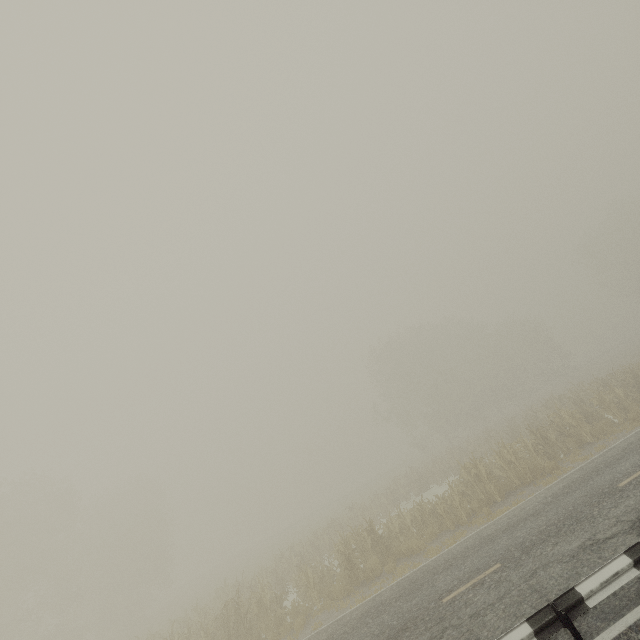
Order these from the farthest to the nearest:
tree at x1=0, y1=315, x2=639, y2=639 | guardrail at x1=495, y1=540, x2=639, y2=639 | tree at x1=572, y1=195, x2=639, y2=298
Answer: tree at x1=572, y1=195, x2=639, y2=298
tree at x1=0, y1=315, x2=639, y2=639
guardrail at x1=495, y1=540, x2=639, y2=639

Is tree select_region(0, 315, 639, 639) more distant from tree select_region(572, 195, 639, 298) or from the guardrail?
tree select_region(572, 195, 639, 298)

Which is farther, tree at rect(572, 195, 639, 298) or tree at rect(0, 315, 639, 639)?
tree at rect(572, 195, 639, 298)

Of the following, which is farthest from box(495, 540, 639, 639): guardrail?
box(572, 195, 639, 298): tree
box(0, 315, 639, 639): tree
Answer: box(572, 195, 639, 298): tree

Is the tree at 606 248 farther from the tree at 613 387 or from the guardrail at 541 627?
the guardrail at 541 627

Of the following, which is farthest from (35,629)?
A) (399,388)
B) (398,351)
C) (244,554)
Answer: (398,351)

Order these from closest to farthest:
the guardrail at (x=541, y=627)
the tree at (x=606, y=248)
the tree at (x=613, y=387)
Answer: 1. the guardrail at (x=541, y=627)
2. the tree at (x=613, y=387)
3. the tree at (x=606, y=248)
